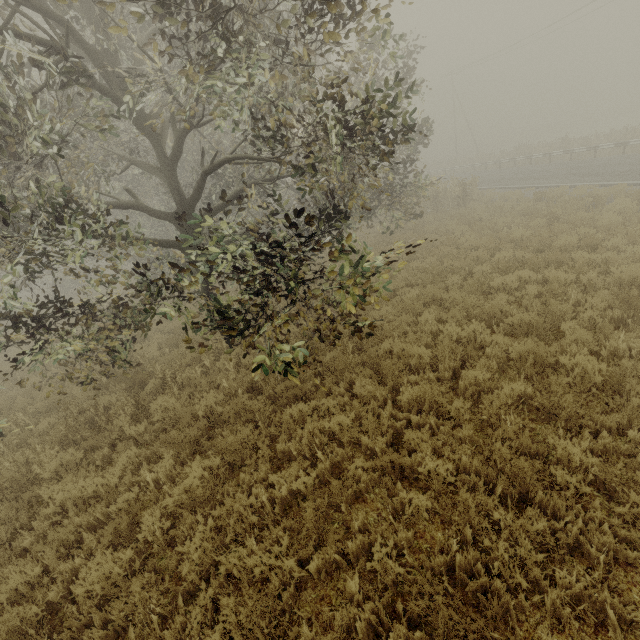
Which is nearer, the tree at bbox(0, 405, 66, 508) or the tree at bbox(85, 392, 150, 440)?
the tree at bbox(0, 405, 66, 508)

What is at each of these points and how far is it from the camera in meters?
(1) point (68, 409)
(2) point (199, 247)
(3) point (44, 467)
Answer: (1) tree, 8.0 m
(2) tree, 8.9 m
(3) tree, 6.2 m

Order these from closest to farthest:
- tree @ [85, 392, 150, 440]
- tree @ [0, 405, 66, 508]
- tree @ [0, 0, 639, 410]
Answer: tree @ [0, 0, 639, 410]
tree @ [0, 405, 66, 508]
tree @ [85, 392, 150, 440]

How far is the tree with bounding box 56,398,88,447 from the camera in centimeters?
729cm

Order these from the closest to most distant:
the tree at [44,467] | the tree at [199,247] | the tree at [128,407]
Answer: the tree at [199,247] → the tree at [44,467] → the tree at [128,407]

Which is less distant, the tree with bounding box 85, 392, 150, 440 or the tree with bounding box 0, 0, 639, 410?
the tree with bounding box 0, 0, 639, 410

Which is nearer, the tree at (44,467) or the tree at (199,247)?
the tree at (199,247)
